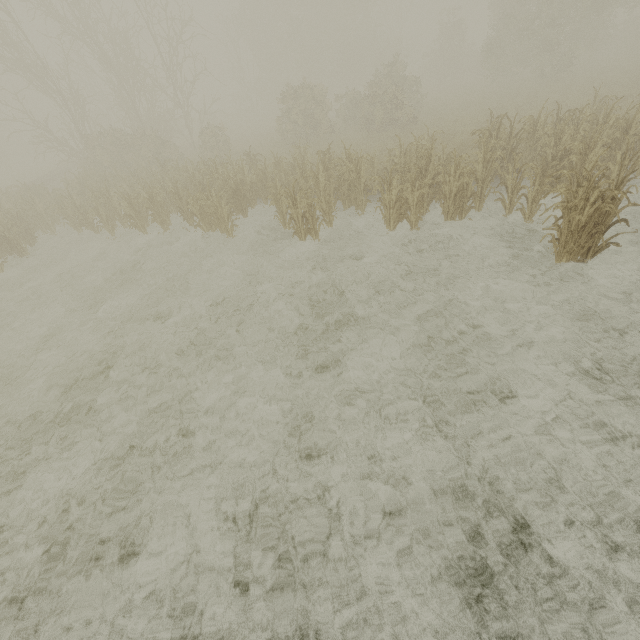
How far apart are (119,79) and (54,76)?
46.41m
